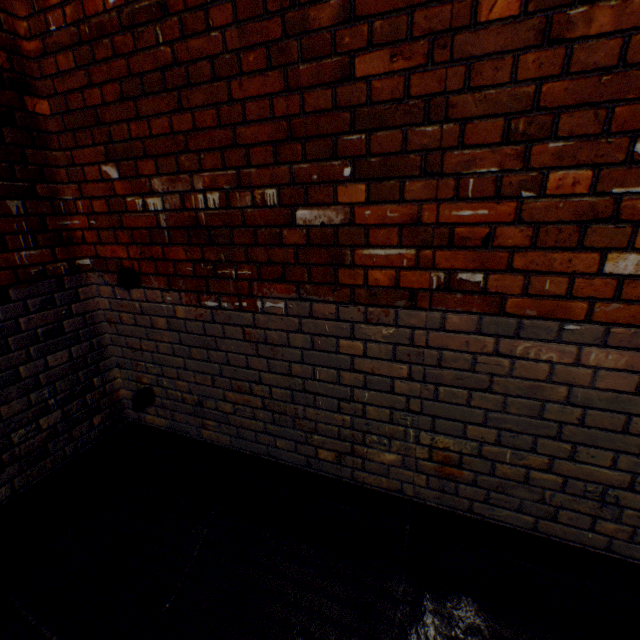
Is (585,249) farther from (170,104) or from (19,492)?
(19,492)
